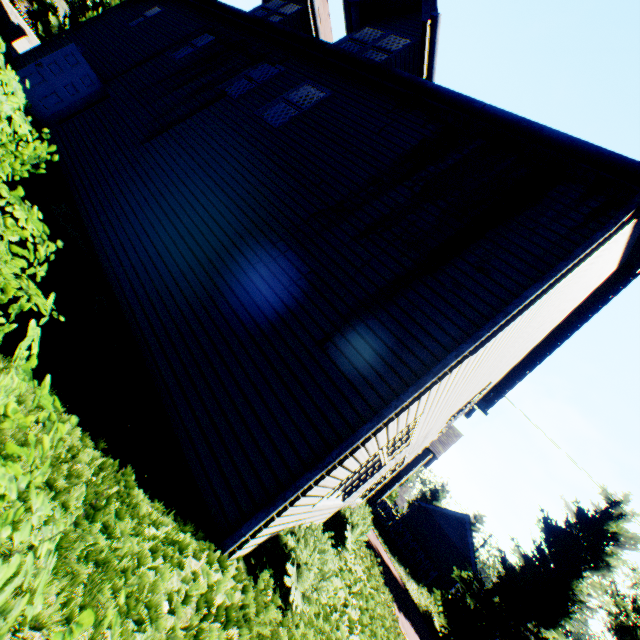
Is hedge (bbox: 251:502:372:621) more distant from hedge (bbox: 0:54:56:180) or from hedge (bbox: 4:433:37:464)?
hedge (bbox: 0:54:56:180)

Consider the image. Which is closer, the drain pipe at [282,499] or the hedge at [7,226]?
the hedge at [7,226]

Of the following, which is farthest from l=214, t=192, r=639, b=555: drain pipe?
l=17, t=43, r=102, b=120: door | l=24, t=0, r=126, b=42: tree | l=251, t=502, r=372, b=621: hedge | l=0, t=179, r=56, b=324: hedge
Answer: l=17, t=43, r=102, b=120: door

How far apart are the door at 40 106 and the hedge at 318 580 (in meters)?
13.16

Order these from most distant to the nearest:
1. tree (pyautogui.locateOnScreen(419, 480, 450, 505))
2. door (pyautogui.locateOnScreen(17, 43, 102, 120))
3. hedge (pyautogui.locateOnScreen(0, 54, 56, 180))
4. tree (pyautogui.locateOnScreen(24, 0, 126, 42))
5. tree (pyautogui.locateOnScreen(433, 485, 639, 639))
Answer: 1. tree (pyautogui.locateOnScreen(419, 480, 450, 505))
2. tree (pyautogui.locateOnScreen(24, 0, 126, 42))
3. tree (pyautogui.locateOnScreen(433, 485, 639, 639))
4. door (pyautogui.locateOnScreen(17, 43, 102, 120))
5. hedge (pyautogui.locateOnScreen(0, 54, 56, 180))

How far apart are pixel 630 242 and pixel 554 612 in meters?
21.0 m

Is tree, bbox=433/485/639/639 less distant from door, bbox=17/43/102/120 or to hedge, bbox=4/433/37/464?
hedge, bbox=4/433/37/464

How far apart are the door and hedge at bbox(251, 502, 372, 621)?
13.2 meters
